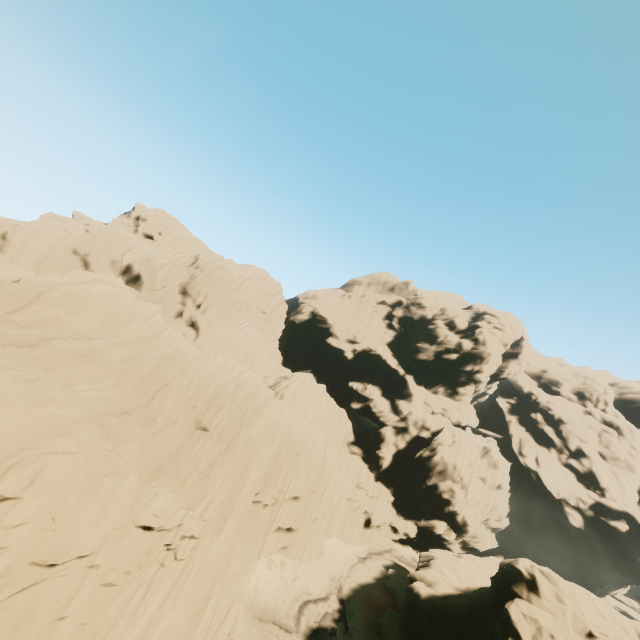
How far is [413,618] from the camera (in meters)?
23.20
